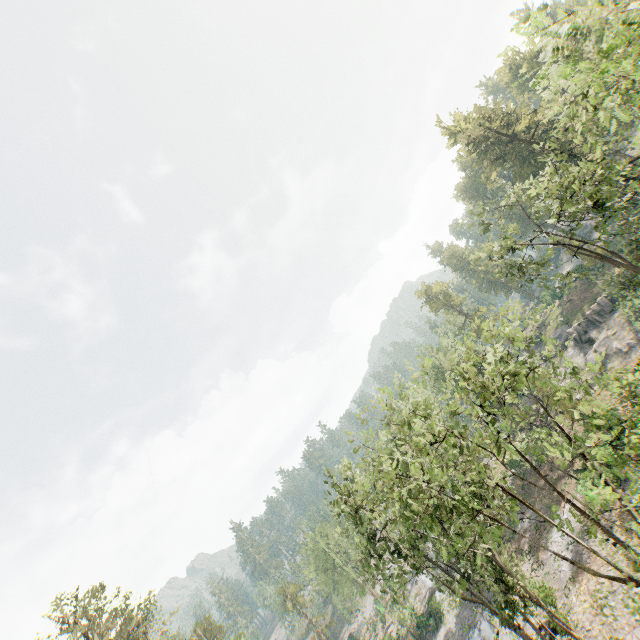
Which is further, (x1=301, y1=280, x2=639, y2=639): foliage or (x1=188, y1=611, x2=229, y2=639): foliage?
(x1=188, y1=611, x2=229, y2=639): foliage

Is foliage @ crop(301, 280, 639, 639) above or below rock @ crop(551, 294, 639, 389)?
above

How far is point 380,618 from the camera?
57.81m

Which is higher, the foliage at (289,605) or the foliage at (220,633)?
the foliage at (220,633)

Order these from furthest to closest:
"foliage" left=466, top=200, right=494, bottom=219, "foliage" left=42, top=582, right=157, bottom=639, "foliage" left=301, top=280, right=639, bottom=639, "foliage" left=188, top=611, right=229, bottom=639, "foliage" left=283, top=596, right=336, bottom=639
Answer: "foliage" left=283, top=596, right=336, bottom=639 → "foliage" left=188, top=611, right=229, bottom=639 → "foliage" left=42, top=582, right=157, bottom=639 → "foliage" left=466, top=200, right=494, bottom=219 → "foliage" left=301, top=280, right=639, bottom=639

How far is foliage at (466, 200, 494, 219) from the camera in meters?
28.6 m

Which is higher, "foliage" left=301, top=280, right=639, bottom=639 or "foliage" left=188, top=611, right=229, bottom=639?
"foliage" left=188, top=611, right=229, bottom=639

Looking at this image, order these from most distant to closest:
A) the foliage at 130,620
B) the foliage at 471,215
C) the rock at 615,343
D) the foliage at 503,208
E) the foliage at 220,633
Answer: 1. the foliage at 220,633
2. the rock at 615,343
3. the foliage at 130,620
4. the foliage at 471,215
5. the foliage at 503,208
